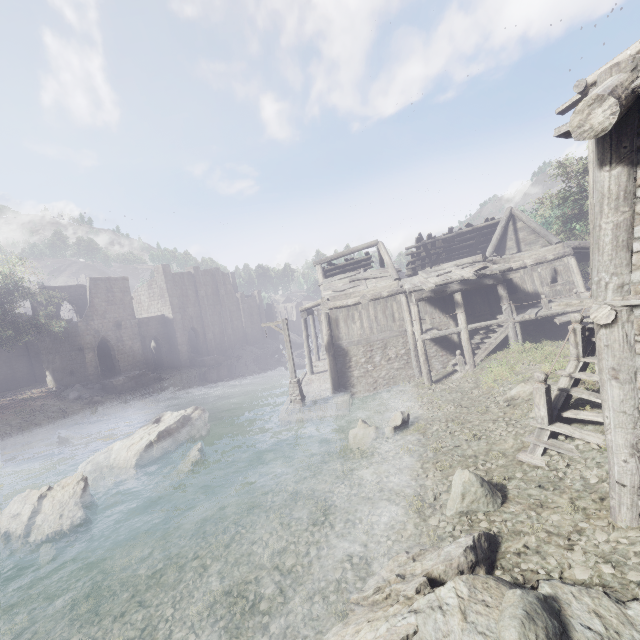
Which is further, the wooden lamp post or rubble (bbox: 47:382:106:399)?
rubble (bbox: 47:382:106:399)

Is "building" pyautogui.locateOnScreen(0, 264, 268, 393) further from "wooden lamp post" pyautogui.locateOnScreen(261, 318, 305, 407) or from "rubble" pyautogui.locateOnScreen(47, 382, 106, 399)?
"wooden lamp post" pyautogui.locateOnScreen(261, 318, 305, 407)

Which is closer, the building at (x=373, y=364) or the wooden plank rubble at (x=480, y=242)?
the building at (x=373, y=364)

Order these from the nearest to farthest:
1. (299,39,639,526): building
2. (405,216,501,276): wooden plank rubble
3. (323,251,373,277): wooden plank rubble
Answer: (299,39,639,526): building, (405,216,501,276): wooden plank rubble, (323,251,373,277): wooden plank rubble

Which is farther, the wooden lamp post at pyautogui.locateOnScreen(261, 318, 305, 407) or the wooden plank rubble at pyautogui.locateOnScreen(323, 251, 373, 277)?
the wooden plank rubble at pyautogui.locateOnScreen(323, 251, 373, 277)

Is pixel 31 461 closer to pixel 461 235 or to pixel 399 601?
pixel 399 601

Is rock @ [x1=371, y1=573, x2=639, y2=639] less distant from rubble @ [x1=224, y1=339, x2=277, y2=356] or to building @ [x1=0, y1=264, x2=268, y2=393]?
building @ [x1=0, y1=264, x2=268, y2=393]

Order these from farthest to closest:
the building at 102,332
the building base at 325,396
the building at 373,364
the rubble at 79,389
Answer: the building at 102,332, the rubble at 79,389, the building base at 325,396, the building at 373,364
